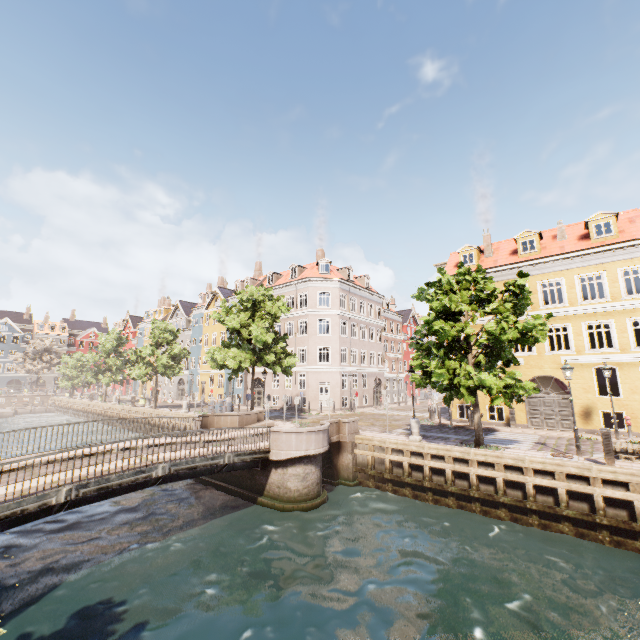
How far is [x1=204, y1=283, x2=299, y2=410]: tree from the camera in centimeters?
2242cm

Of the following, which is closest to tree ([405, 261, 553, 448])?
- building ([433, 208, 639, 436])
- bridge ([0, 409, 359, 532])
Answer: bridge ([0, 409, 359, 532])

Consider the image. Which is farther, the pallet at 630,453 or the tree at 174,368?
the tree at 174,368

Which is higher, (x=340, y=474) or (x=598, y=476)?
(x=598, y=476)

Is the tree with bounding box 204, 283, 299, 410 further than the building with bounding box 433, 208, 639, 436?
Yes

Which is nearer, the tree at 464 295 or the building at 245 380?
the tree at 464 295

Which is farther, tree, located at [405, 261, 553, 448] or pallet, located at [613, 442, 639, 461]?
tree, located at [405, 261, 553, 448]
